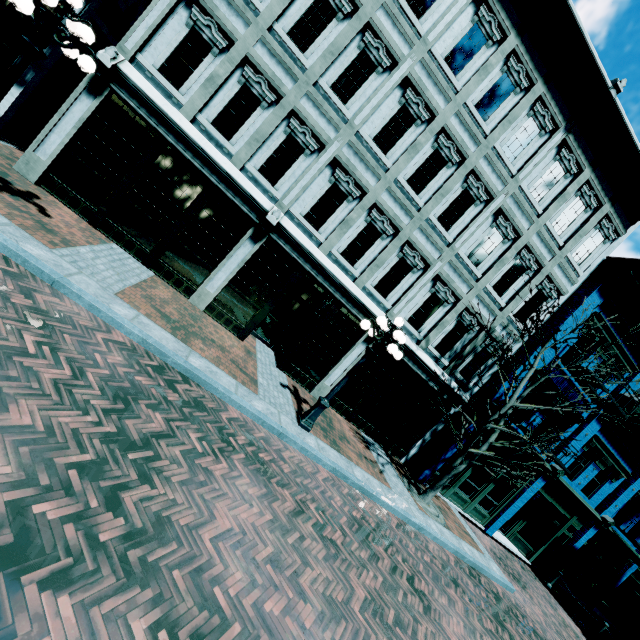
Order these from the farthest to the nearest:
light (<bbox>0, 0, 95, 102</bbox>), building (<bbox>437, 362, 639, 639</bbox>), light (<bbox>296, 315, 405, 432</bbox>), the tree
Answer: building (<bbox>437, 362, 639, 639</bbox>)
the tree
light (<bbox>296, 315, 405, 432</bbox>)
light (<bbox>0, 0, 95, 102</bbox>)

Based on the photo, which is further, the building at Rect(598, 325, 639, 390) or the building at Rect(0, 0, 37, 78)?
the building at Rect(598, 325, 639, 390)

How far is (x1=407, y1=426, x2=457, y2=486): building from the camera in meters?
12.3 m

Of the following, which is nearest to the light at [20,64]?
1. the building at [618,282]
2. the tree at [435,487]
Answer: the tree at [435,487]

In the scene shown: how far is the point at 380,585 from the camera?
5.4m

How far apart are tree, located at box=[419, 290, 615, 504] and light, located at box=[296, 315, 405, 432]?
3.86m

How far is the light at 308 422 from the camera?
7.6 meters

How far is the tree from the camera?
8.97m
